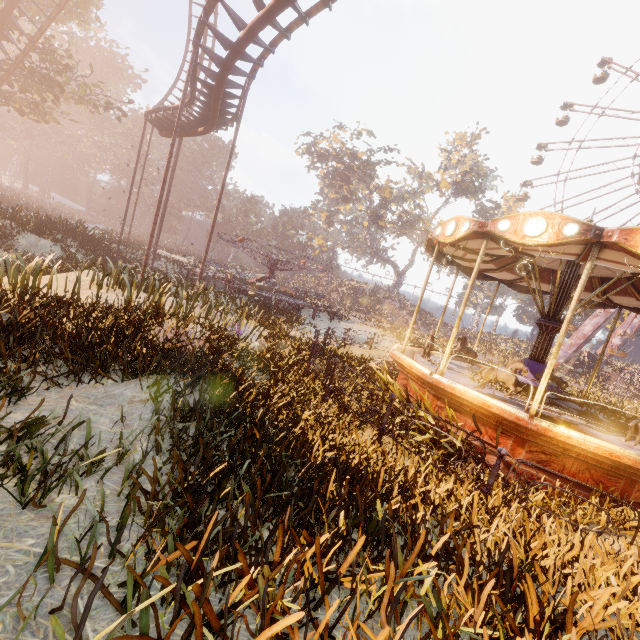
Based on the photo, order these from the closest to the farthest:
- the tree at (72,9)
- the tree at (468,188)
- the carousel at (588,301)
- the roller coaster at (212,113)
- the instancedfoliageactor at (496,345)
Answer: the carousel at (588,301)
the roller coaster at (212,113)
the tree at (72,9)
the instancedfoliageactor at (496,345)
the tree at (468,188)

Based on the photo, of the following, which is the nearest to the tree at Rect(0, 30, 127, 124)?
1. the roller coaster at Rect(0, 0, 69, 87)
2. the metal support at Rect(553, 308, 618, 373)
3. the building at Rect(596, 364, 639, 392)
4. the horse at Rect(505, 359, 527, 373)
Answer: the roller coaster at Rect(0, 0, 69, 87)

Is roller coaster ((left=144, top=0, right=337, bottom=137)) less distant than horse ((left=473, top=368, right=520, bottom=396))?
No

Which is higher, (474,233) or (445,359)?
(474,233)

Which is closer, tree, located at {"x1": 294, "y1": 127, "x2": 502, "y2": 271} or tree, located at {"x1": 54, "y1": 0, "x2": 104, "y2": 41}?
tree, located at {"x1": 54, "y1": 0, "x2": 104, "y2": 41}

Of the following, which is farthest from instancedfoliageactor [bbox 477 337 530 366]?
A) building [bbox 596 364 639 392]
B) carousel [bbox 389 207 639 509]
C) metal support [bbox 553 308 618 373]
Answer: carousel [bbox 389 207 639 509]

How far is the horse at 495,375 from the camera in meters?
7.0 m

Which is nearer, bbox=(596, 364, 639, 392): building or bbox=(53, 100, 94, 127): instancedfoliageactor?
bbox=(596, 364, 639, 392): building
